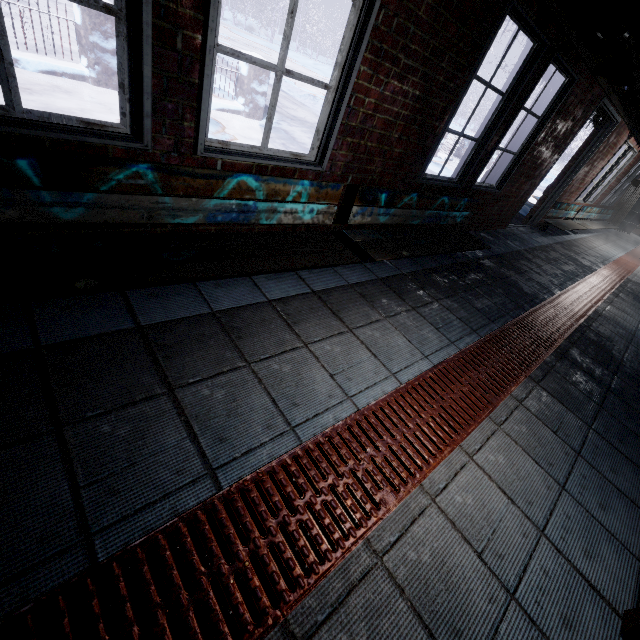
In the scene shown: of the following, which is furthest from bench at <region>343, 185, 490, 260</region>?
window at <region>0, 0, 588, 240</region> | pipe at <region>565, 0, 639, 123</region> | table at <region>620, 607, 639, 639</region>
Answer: table at <region>620, 607, 639, 639</region>

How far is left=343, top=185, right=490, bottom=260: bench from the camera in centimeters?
246cm

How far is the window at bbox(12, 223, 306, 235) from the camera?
1.5 meters

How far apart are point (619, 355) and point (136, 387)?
4.0m

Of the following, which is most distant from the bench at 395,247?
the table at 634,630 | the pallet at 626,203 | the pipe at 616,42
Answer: the pallet at 626,203

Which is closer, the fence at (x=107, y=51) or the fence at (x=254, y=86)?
the fence at (x=107, y=51)

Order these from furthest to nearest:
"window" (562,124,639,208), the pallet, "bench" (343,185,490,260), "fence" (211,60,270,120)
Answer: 1. the pallet
2. "window" (562,124,639,208)
3. "fence" (211,60,270,120)
4. "bench" (343,185,490,260)

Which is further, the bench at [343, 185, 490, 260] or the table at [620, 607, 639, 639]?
the bench at [343, 185, 490, 260]
